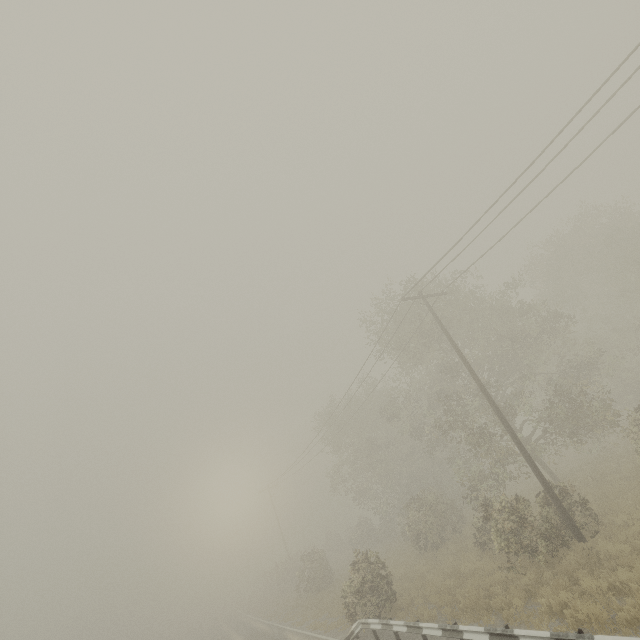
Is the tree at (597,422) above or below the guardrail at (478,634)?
above

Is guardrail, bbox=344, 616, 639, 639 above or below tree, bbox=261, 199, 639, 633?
below

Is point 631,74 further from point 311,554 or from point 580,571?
point 311,554

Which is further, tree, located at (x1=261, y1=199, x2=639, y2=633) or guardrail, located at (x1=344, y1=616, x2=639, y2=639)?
tree, located at (x1=261, y1=199, x2=639, y2=633)

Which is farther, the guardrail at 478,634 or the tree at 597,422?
the tree at 597,422
